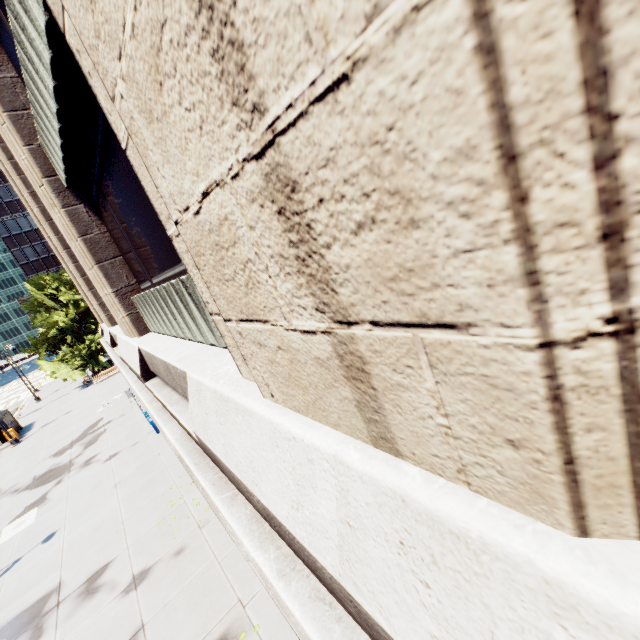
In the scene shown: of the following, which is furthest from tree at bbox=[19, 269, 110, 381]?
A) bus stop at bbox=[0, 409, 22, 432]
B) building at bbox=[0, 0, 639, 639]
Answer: building at bbox=[0, 0, 639, 639]

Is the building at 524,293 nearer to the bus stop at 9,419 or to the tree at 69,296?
the tree at 69,296

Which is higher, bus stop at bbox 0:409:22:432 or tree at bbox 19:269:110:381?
tree at bbox 19:269:110:381

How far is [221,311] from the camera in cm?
220

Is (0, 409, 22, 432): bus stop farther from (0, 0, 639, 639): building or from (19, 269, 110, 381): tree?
(0, 0, 639, 639): building

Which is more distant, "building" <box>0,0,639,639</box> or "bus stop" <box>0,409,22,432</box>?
"bus stop" <box>0,409,22,432</box>

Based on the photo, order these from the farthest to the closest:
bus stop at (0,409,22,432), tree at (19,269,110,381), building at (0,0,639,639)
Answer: tree at (19,269,110,381) → bus stop at (0,409,22,432) → building at (0,0,639,639)
